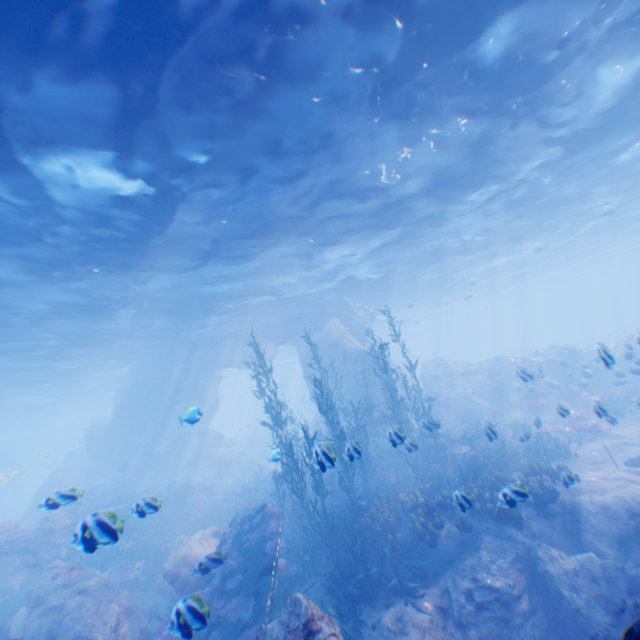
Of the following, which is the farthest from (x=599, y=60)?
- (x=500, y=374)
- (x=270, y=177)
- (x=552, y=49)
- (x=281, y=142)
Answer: (x=500, y=374)

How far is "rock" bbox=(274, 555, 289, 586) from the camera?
9.54m

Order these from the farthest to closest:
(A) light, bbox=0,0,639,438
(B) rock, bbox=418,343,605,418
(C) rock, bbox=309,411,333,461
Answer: (B) rock, bbox=418,343,605,418, (A) light, bbox=0,0,639,438, (C) rock, bbox=309,411,333,461

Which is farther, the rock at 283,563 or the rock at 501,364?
the rock at 501,364

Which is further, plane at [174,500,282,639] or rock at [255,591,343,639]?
plane at [174,500,282,639]

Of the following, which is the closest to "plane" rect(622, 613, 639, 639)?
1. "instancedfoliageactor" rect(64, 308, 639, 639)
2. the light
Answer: "instancedfoliageactor" rect(64, 308, 639, 639)

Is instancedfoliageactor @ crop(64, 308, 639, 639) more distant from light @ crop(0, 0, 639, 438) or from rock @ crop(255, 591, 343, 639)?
light @ crop(0, 0, 639, 438)
